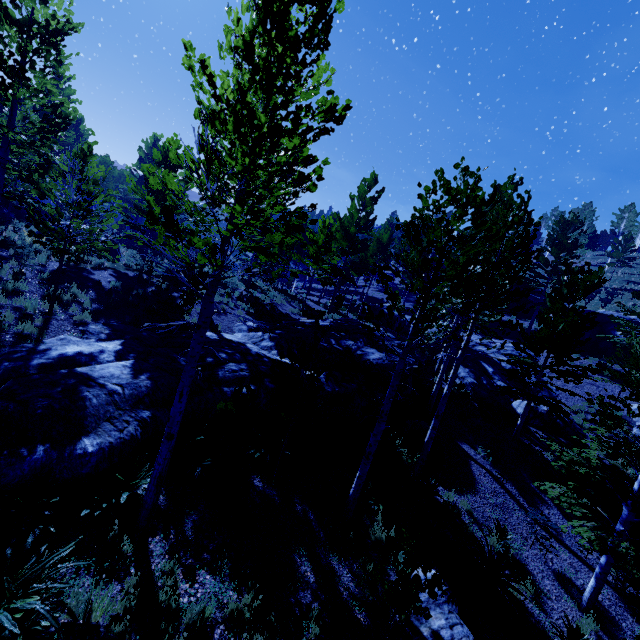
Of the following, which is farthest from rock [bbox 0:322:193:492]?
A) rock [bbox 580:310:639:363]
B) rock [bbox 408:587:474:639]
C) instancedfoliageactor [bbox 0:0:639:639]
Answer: rock [bbox 408:587:474:639]

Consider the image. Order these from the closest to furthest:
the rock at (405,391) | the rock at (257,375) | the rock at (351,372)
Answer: the rock at (257,375) < the rock at (351,372) < the rock at (405,391)

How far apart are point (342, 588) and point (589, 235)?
61.6m

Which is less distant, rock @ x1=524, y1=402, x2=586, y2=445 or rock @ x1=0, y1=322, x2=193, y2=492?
rock @ x1=0, y1=322, x2=193, y2=492

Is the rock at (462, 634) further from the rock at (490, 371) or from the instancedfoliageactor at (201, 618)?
the rock at (490, 371)

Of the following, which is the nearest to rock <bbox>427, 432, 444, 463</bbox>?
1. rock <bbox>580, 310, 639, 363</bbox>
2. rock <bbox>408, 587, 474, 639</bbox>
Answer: rock <bbox>580, 310, 639, 363</bbox>

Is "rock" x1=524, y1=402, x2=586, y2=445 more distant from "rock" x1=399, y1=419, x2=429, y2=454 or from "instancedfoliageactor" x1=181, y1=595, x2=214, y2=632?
"rock" x1=399, y1=419, x2=429, y2=454
